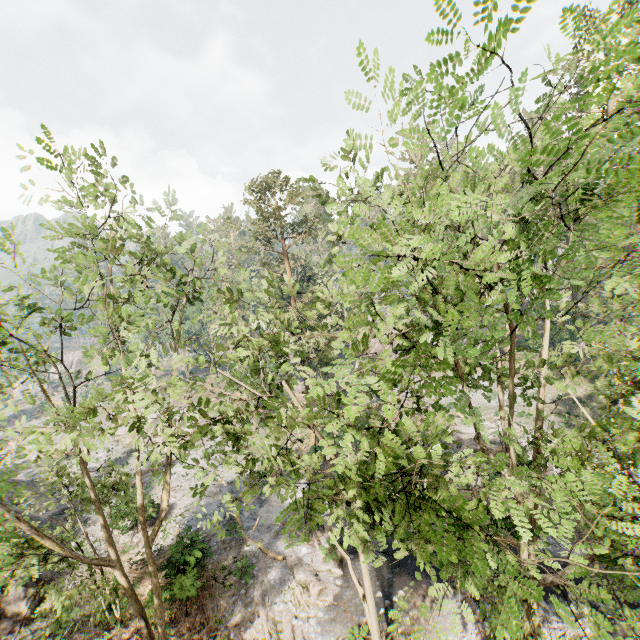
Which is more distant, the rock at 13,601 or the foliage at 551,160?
the rock at 13,601

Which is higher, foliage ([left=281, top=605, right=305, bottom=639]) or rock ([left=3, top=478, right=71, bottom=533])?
rock ([left=3, top=478, right=71, bottom=533])

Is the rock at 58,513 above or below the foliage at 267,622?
above

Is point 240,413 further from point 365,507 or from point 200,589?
point 200,589

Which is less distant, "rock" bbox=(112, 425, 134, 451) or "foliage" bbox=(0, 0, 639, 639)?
"foliage" bbox=(0, 0, 639, 639)

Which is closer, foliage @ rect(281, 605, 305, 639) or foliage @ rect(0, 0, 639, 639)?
foliage @ rect(0, 0, 639, 639)

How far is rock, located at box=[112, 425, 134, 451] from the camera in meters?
40.1

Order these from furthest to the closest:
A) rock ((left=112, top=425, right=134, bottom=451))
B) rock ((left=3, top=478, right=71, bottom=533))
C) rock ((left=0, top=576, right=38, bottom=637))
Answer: rock ((left=112, top=425, right=134, bottom=451)), rock ((left=3, top=478, right=71, bottom=533)), rock ((left=0, top=576, right=38, bottom=637))
